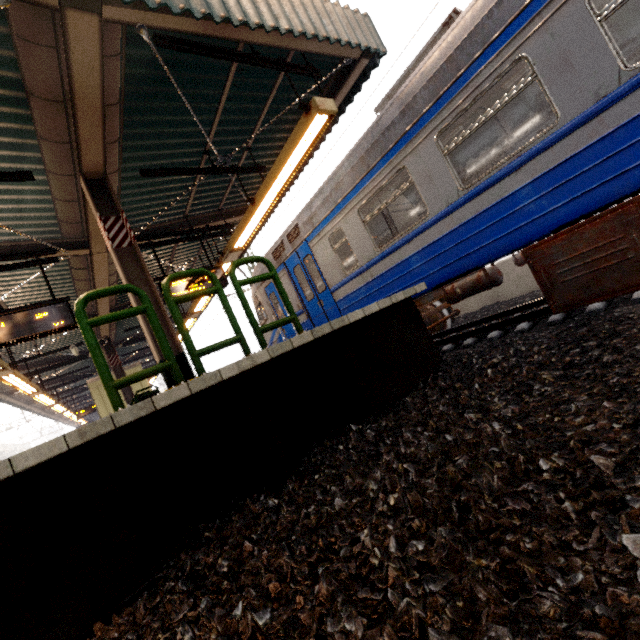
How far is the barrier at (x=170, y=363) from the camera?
2.6 meters

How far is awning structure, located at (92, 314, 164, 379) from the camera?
4.7m

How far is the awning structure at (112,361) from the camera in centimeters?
472cm

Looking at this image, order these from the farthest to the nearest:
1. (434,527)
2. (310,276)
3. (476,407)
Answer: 1. (310,276)
2. (476,407)
3. (434,527)

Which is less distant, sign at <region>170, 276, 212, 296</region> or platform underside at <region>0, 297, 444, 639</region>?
platform underside at <region>0, 297, 444, 639</region>

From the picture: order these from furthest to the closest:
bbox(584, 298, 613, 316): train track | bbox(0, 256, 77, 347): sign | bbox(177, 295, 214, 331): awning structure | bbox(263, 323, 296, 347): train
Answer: bbox(177, 295, 214, 331): awning structure, bbox(263, 323, 296, 347): train, bbox(0, 256, 77, 347): sign, bbox(584, 298, 613, 316): train track

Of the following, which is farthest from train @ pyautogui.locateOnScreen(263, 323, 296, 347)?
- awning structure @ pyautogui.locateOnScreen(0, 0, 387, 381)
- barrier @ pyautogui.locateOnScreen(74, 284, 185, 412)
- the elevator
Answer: the elevator

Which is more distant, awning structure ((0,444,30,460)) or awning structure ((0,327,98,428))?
awning structure ((0,444,30,460))
